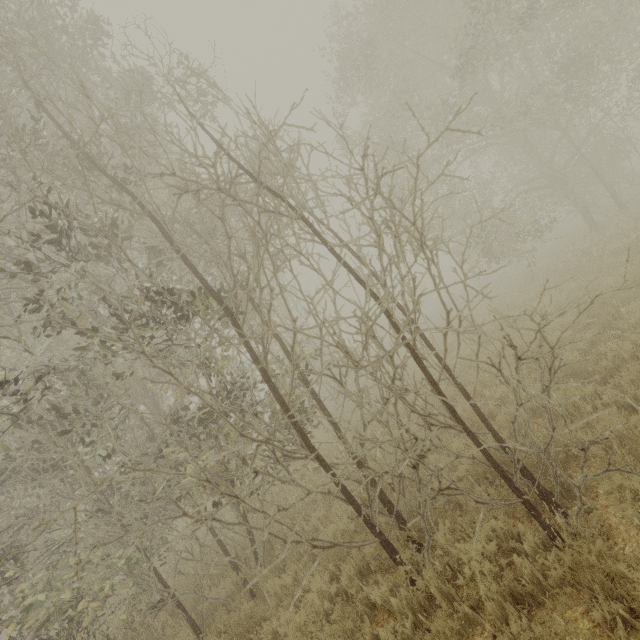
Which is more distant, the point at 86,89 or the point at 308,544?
the point at 86,89
